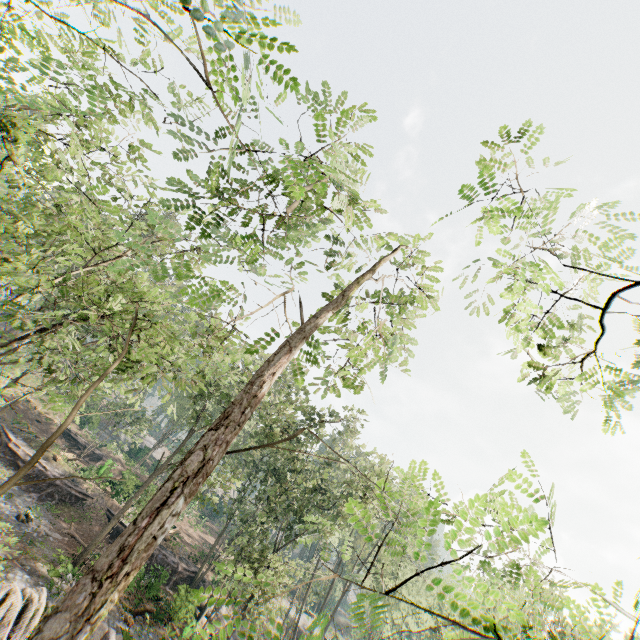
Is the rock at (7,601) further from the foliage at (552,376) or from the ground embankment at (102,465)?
the ground embankment at (102,465)

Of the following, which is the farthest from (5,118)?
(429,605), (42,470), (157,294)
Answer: (429,605)

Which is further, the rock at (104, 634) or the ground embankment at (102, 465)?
the ground embankment at (102, 465)

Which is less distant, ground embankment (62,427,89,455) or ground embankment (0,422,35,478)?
ground embankment (0,422,35,478)

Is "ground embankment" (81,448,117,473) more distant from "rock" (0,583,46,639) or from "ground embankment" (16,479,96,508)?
"rock" (0,583,46,639)

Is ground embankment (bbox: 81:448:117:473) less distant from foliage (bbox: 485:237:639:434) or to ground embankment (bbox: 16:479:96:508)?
foliage (bbox: 485:237:639:434)

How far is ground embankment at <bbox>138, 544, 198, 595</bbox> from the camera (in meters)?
23.97
